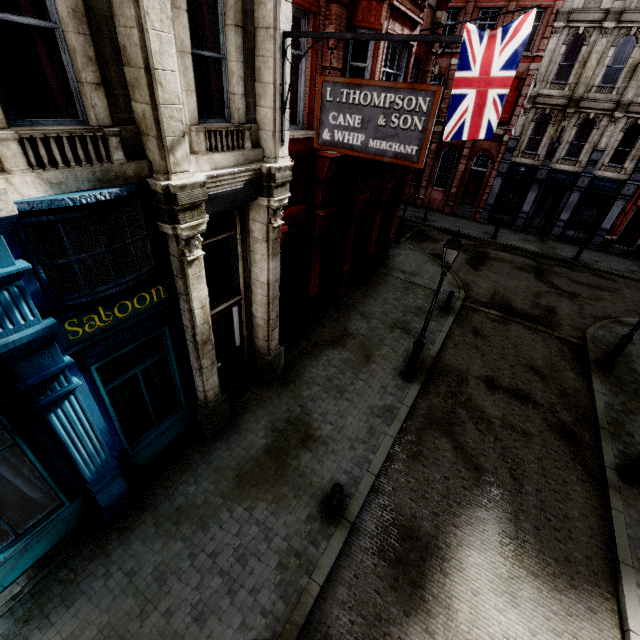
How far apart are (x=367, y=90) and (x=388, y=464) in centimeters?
795cm

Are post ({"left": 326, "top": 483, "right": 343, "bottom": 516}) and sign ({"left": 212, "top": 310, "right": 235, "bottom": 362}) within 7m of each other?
yes

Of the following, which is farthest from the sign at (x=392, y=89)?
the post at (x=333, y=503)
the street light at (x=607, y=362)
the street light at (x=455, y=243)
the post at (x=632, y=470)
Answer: the street light at (x=607, y=362)

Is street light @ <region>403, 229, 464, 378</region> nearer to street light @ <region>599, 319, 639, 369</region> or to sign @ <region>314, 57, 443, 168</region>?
sign @ <region>314, 57, 443, 168</region>

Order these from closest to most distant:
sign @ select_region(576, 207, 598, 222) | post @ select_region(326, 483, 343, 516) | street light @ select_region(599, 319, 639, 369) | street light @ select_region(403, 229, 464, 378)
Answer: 1. post @ select_region(326, 483, 343, 516)
2. street light @ select_region(403, 229, 464, 378)
3. street light @ select_region(599, 319, 639, 369)
4. sign @ select_region(576, 207, 598, 222)

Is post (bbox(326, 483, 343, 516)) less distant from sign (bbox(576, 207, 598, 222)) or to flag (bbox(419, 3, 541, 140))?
flag (bbox(419, 3, 541, 140))

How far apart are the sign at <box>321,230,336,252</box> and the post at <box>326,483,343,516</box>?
7.2m

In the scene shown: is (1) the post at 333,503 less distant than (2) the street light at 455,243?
Yes
